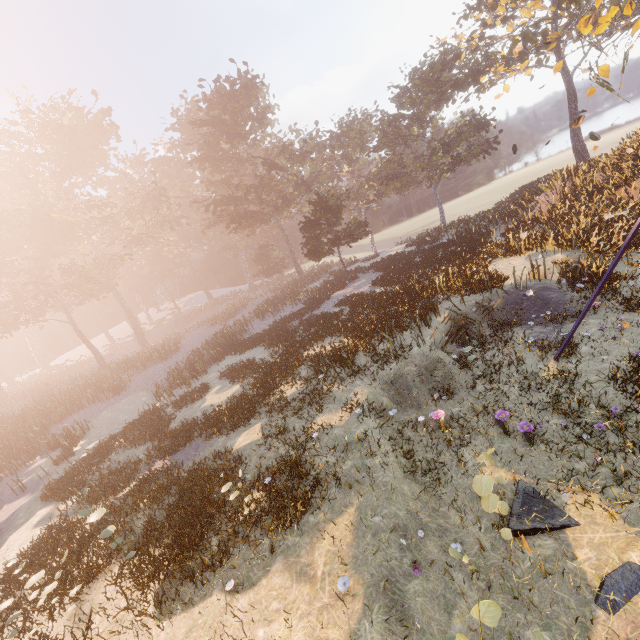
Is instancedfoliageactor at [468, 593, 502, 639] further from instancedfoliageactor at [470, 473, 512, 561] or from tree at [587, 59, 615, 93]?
tree at [587, 59, 615, 93]

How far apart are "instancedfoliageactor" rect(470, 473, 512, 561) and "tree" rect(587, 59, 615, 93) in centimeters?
2095cm

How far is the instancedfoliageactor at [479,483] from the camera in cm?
563

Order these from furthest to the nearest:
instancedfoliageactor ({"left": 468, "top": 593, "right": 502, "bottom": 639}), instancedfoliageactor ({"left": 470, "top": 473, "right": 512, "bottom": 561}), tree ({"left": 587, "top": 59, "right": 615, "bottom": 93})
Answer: tree ({"left": 587, "top": 59, "right": 615, "bottom": 93}) → instancedfoliageactor ({"left": 470, "top": 473, "right": 512, "bottom": 561}) → instancedfoliageactor ({"left": 468, "top": 593, "right": 502, "bottom": 639})

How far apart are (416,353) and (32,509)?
19.2m

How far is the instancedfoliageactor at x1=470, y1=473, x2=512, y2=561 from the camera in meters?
5.6 m

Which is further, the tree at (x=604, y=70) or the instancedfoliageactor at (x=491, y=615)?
the tree at (x=604, y=70)

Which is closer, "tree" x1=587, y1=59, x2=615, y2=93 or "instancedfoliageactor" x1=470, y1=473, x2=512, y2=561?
"instancedfoliageactor" x1=470, y1=473, x2=512, y2=561
